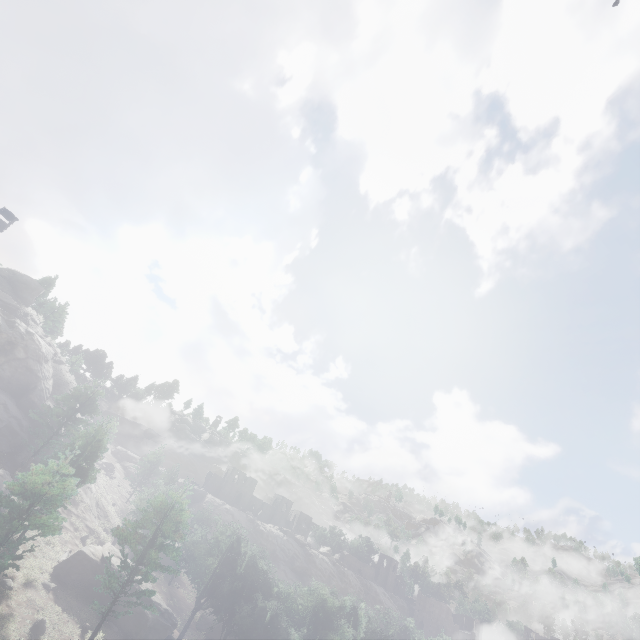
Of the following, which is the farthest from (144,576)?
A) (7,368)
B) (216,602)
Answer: (7,368)
